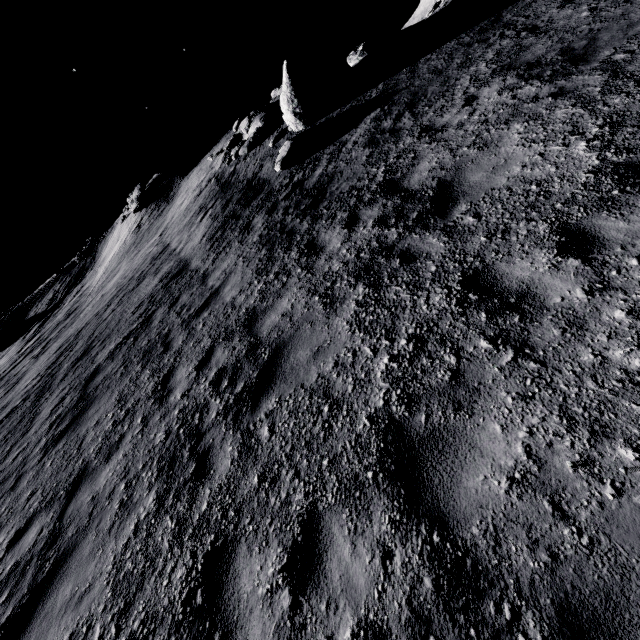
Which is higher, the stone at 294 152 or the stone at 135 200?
the stone at 135 200

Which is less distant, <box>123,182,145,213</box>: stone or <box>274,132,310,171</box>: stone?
<box>274,132,310,171</box>: stone

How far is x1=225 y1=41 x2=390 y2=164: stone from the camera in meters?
11.9 m

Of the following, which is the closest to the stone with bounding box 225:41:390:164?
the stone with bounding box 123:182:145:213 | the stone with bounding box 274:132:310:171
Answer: the stone with bounding box 274:132:310:171

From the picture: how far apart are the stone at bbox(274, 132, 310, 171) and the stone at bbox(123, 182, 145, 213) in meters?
20.0

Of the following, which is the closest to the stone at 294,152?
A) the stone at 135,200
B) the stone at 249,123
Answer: the stone at 249,123

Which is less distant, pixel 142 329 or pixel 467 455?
pixel 467 455

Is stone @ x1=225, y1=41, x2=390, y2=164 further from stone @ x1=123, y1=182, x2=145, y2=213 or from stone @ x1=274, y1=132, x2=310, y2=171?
stone @ x1=123, y1=182, x2=145, y2=213
